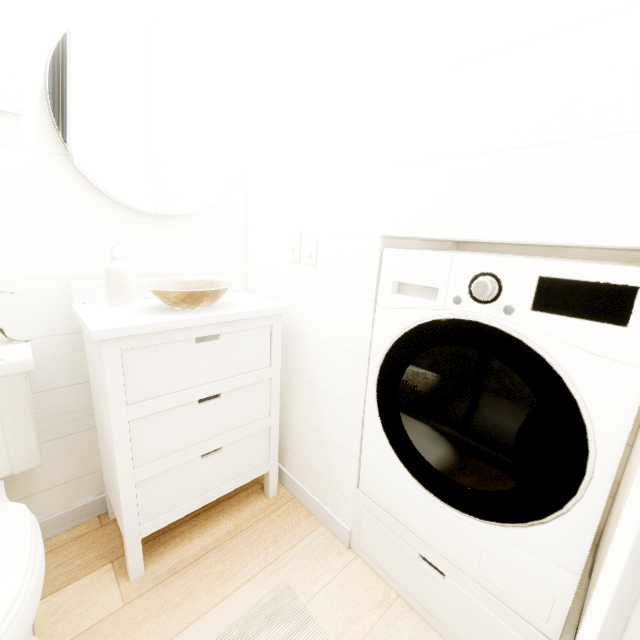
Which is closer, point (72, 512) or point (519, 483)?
point (519, 483)
